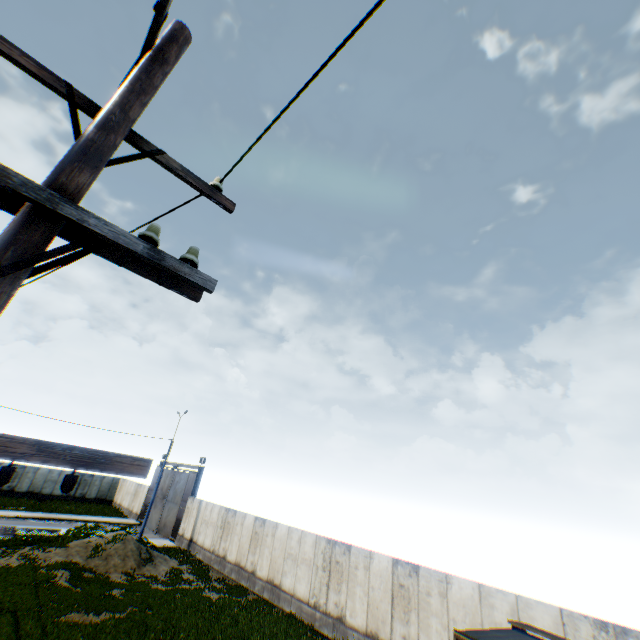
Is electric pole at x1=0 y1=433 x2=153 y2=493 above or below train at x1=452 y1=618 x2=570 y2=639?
above

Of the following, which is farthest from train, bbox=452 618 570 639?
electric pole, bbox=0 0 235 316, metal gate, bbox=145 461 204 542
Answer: metal gate, bbox=145 461 204 542

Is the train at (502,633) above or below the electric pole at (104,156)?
below

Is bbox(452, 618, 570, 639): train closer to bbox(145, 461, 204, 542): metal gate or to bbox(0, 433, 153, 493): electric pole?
bbox(0, 433, 153, 493): electric pole

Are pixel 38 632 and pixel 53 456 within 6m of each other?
no

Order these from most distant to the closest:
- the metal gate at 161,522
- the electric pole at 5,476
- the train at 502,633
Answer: the metal gate at 161,522
the train at 502,633
the electric pole at 5,476
